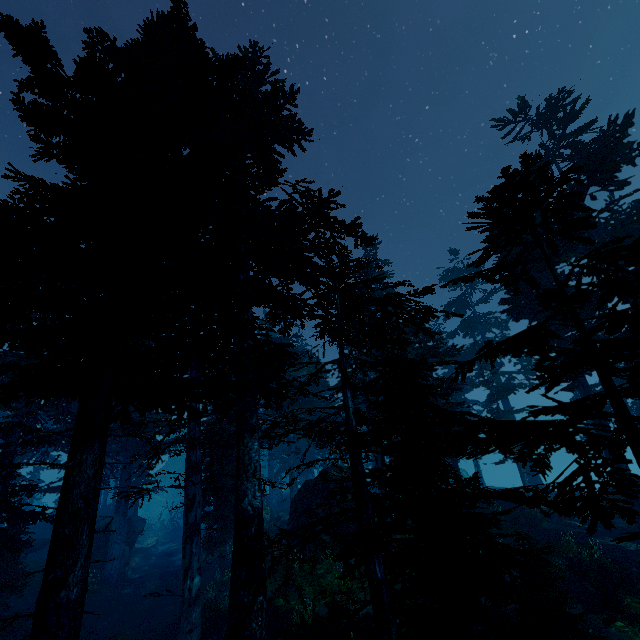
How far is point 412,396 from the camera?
9.8m

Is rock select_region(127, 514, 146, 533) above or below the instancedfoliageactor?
below

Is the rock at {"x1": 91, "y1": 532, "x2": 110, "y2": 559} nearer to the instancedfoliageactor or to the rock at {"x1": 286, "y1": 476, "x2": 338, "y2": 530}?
the instancedfoliageactor

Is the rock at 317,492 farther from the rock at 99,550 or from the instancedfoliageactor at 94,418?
the rock at 99,550

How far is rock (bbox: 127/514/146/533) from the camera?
29.4m

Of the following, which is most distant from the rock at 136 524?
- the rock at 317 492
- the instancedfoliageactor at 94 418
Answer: Result: the rock at 317 492

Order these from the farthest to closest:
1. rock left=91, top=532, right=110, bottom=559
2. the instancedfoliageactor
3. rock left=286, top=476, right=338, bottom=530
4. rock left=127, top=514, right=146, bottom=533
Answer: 1. rock left=127, top=514, right=146, bottom=533
2. rock left=91, top=532, right=110, bottom=559
3. rock left=286, top=476, right=338, bottom=530
4. the instancedfoliageactor

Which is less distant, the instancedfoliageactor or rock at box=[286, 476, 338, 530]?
the instancedfoliageactor
